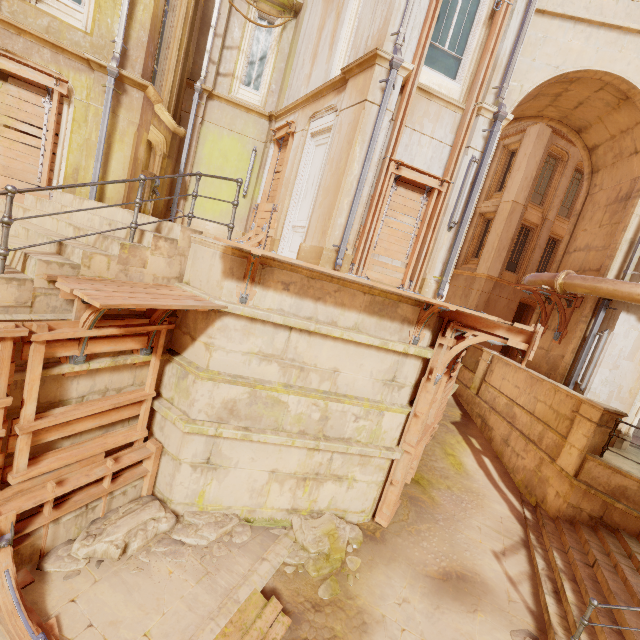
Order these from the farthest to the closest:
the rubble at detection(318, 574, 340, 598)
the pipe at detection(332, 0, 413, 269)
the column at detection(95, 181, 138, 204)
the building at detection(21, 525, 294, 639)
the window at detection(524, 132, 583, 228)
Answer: the window at detection(524, 132, 583, 228)
the column at detection(95, 181, 138, 204)
the pipe at detection(332, 0, 413, 269)
the rubble at detection(318, 574, 340, 598)
the building at detection(21, 525, 294, 639)

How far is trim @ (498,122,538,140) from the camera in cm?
1693

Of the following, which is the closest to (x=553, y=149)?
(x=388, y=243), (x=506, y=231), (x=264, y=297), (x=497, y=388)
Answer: (x=506, y=231)

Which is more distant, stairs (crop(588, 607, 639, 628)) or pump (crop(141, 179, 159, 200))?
pump (crop(141, 179, 159, 200))

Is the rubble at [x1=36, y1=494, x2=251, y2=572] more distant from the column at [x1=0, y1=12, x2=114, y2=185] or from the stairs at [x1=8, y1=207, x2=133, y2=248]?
the column at [x1=0, y1=12, x2=114, y2=185]

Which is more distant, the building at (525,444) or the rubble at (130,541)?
the building at (525,444)

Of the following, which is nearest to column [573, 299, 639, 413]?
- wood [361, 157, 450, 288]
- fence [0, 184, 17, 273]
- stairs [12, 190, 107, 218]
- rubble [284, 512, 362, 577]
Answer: wood [361, 157, 450, 288]

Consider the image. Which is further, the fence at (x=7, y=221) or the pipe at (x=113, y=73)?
the pipe at (x=113, y=73)
